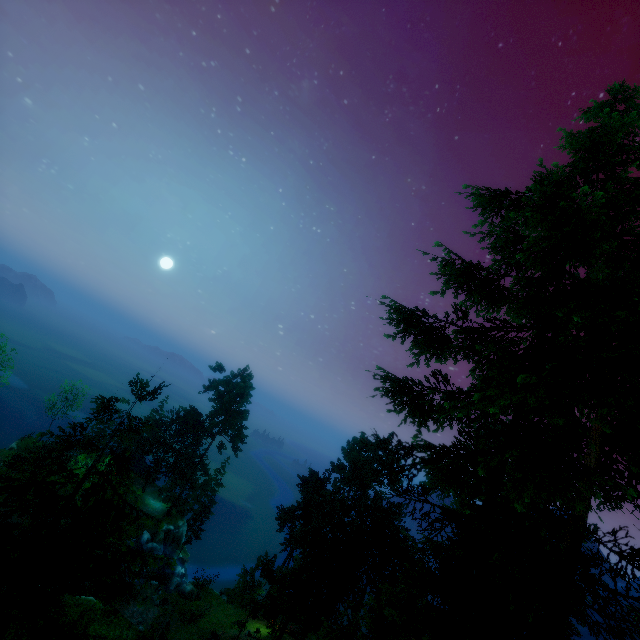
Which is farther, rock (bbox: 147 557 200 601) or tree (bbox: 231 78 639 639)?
rock (bbox: 147 557 200 601)

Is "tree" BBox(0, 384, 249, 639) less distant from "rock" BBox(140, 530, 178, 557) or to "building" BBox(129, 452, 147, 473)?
"building" BBox(129, 452, 147, 473)

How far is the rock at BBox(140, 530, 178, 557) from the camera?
43.5m

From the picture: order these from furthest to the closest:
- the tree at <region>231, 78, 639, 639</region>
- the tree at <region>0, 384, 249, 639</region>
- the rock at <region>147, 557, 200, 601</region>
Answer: the rock at <region>147, 557, 200, 601</region> → the tree at <region>231, 78, 639, 639</region> → the tree at <region>0, 384, 249, 639</region>

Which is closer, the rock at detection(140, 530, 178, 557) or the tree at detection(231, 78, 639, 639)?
the tree at detection(231, 78, 639, 639)

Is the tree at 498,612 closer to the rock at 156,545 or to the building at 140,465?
the building at 140,465

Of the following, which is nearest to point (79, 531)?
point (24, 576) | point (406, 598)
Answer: point (24, 576)

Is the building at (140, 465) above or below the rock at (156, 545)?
above
